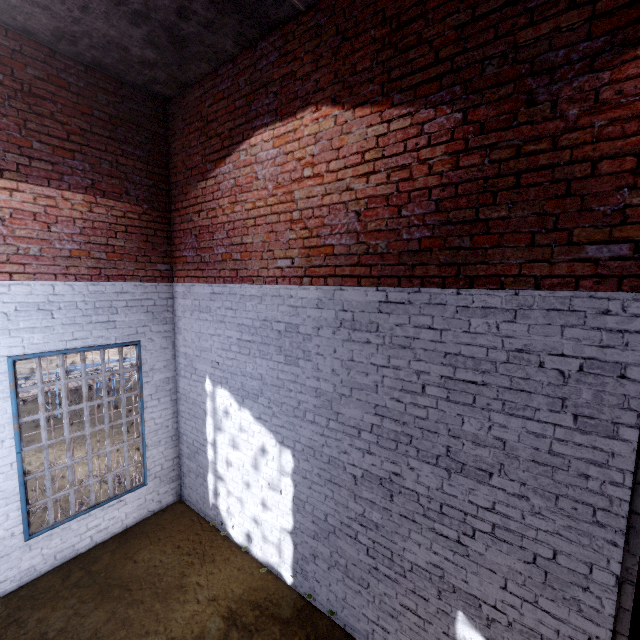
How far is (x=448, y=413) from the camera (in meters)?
2.90
